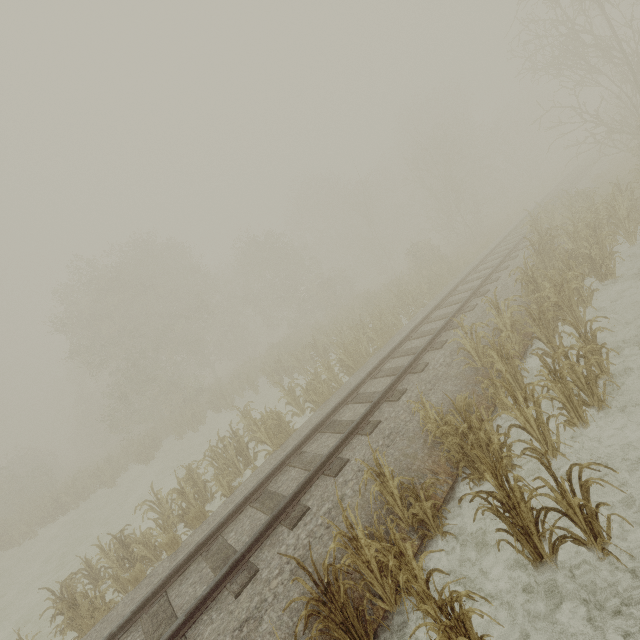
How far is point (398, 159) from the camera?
47.44m

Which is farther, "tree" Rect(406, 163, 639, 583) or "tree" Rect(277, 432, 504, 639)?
"tree" Rect(406, 163, 639, 583)

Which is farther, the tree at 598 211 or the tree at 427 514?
the tree at 598 211
